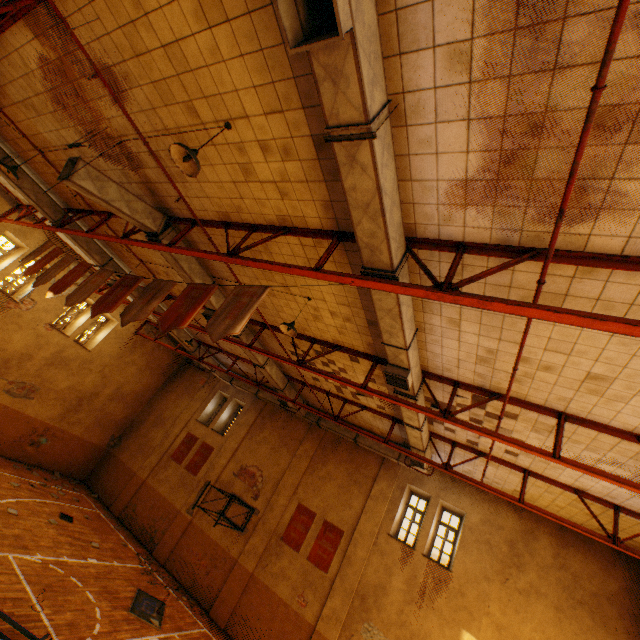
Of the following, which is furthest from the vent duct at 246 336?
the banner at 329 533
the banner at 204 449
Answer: the banner at 204 449

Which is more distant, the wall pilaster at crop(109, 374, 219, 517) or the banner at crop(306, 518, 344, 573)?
the wall pilaster at crop(109, 374, 219, 517)

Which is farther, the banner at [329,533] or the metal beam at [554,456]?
the banner at [329,533]

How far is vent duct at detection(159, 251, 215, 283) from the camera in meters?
8.3 m

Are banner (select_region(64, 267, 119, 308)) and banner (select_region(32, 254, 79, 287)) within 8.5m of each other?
yes

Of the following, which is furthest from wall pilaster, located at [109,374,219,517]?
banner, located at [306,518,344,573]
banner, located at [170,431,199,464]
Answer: banner, located at [306,518,344,573]

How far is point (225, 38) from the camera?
3.9m

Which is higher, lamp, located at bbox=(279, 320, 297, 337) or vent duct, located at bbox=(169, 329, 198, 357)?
vent duct, located at bbox=(169, 329, 198, 357)
